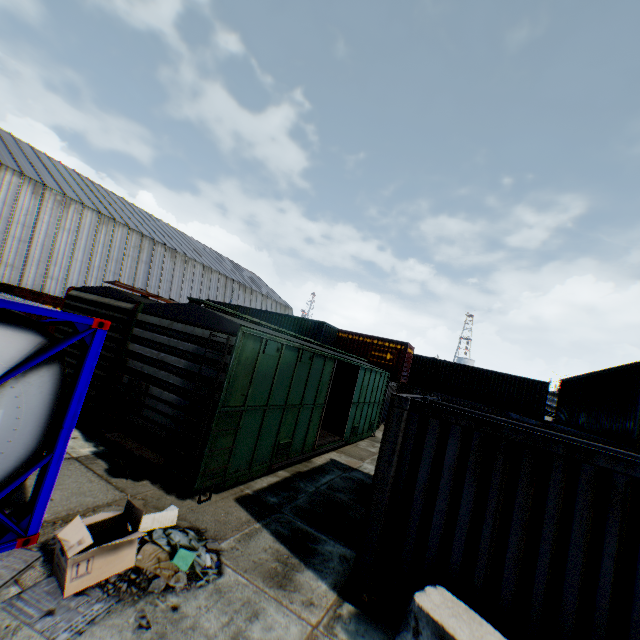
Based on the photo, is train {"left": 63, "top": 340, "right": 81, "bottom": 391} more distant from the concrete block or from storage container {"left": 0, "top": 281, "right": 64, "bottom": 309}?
storage container {"left": 0, "top": 281, "right": 64, "bottom": 309}

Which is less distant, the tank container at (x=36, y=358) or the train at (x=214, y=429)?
the tank container at (x=36, y=358)

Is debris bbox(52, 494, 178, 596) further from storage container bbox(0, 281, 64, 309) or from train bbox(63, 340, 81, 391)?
storage container bbox(0, 281, 64, 309)

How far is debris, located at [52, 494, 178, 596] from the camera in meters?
3.6

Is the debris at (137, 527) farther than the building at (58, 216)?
No

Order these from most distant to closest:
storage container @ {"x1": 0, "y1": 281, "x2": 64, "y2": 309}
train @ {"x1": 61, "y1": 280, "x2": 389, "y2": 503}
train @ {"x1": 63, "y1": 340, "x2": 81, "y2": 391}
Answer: storage container @ {"x1": 0, "y1": 281, "x2": 64, "y2": 309}, train @ {"x1": 63, "y1": 340, "x2": 81, "y2": 391}, train @ {"x1": 61, "y1": 280, "x2": 389, "y2": 503}

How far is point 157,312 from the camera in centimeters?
762cm

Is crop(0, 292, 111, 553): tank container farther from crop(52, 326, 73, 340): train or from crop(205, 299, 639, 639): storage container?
crop(205, 299, 639, 639): storage container
